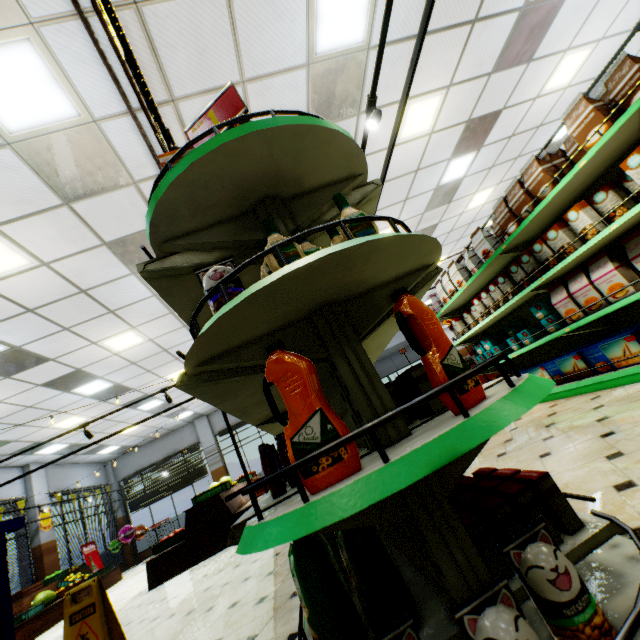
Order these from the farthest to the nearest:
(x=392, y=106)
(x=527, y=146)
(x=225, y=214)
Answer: (x=527, y=146) → (x=392, y=106) → (x=225, y=214)

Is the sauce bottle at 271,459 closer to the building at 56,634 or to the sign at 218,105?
the building at 56,634

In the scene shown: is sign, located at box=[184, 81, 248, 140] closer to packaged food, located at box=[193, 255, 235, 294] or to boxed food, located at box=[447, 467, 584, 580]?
packaged food, located at box=[193, 255, 235, 294]

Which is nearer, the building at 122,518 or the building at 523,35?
the building at 523,35

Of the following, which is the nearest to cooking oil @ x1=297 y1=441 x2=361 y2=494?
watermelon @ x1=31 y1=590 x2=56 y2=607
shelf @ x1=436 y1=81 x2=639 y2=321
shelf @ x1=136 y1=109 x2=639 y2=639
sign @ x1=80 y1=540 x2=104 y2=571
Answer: shelf @ x1=136 y1=109 x2=639 y2=639

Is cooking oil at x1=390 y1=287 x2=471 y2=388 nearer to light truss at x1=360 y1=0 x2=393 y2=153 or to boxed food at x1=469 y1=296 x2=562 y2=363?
light truss at x1=360 y1=0 x2=393 y2=153

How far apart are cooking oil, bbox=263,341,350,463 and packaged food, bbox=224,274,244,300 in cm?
22

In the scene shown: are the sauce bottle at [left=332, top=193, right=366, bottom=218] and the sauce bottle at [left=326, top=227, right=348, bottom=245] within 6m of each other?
yes
